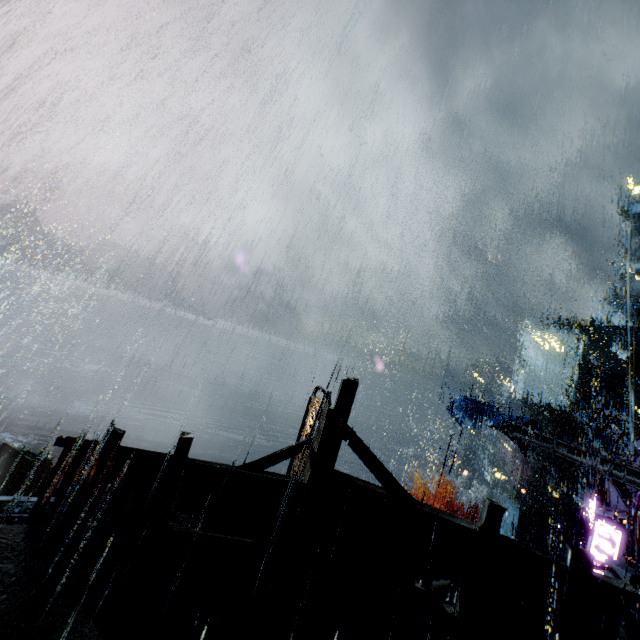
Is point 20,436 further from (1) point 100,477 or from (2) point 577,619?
(2) point 577,619

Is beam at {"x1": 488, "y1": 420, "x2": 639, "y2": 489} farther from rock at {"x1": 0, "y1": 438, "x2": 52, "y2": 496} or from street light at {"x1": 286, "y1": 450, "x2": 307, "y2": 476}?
rock at {"x1": 0, "y1": 438, "x2": 52, "y2": 496}

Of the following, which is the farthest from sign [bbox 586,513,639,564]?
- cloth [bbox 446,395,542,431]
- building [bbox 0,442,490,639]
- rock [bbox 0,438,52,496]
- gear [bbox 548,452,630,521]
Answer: rock [bbox 0,438,52,496]

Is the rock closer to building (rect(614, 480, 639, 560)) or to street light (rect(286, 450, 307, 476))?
building (rect(614, 480, 639, 560))

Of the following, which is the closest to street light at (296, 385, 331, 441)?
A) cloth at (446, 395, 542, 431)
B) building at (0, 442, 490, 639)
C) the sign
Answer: building at (0, 442, 490, 639)

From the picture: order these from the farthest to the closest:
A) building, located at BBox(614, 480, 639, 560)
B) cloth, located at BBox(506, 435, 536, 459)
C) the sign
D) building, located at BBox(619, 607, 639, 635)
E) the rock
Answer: the rock
building, located at BBox(614, 480, 639, 560)
cloth, located at BBox(506, 435, 536, 459)
the sign
building, located at BBox(619, 607, 639, 635)

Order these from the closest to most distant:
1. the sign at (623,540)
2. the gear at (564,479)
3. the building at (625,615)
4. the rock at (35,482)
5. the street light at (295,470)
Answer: the building at (625,615) < the street light at (295,470) < the sign at (623,540) < the gear at (564,479) < the rock at (35,482)

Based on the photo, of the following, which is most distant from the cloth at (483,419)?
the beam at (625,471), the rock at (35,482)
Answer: the rock at (35,482)
